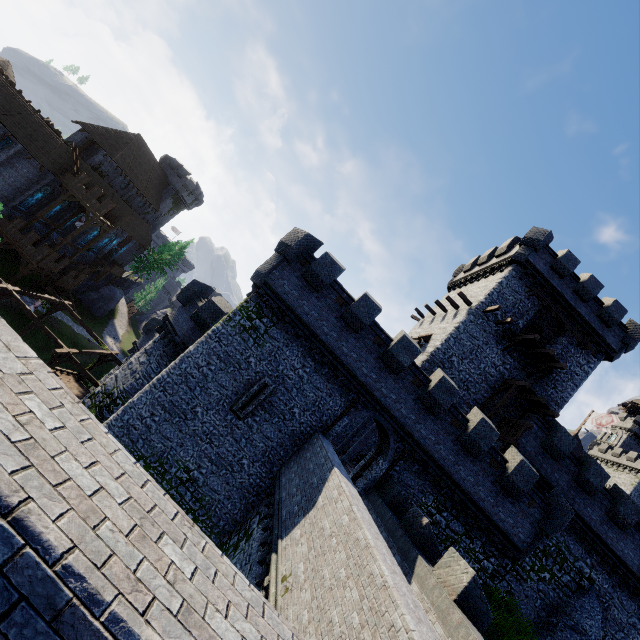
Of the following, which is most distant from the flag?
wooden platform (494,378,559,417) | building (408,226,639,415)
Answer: wooden platform (494,378,559,417)

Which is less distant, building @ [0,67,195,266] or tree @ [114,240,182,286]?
building @ [0,67,195,266]

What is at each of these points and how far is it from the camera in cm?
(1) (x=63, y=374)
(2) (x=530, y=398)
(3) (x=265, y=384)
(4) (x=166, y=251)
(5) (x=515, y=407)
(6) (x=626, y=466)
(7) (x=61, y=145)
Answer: (1) stairs, 2503
(2) wooden platform, 2153
(3) window slit, 1659
(4) tree, 5844
(5) building, 2298
(6) building, 5550
(7) building, 3481

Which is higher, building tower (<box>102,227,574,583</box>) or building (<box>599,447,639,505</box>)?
building (<box>599,447,639,505</box>)

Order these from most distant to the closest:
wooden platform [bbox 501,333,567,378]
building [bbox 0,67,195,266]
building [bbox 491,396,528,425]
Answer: building [bbox 0,67,195,266]
building [bbox 491,396,528,425]
wooden platform [bbox 501,333,567,378]

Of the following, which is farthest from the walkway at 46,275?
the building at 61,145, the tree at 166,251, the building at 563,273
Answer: the building at 563,273

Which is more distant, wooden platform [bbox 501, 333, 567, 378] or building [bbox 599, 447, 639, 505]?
building [bbox 599, 447, 639, 505]

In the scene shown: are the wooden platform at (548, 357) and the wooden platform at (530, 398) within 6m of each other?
yes
